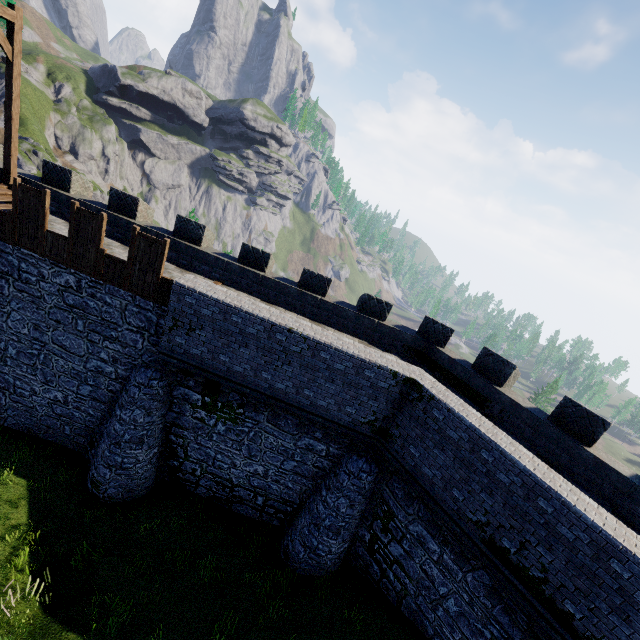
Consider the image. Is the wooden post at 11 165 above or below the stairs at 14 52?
below

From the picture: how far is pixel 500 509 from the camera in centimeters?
814cm

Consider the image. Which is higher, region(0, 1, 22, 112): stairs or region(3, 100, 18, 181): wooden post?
region(0, 1, 22, 112): stairs

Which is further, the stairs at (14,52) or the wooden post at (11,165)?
the wooden post at (11,165)

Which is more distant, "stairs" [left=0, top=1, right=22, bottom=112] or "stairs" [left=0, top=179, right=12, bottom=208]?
"stairs" [left=0, top=179, right=12, bottom=208]

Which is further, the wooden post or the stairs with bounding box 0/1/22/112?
the wooden post

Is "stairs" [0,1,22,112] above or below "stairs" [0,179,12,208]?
above
